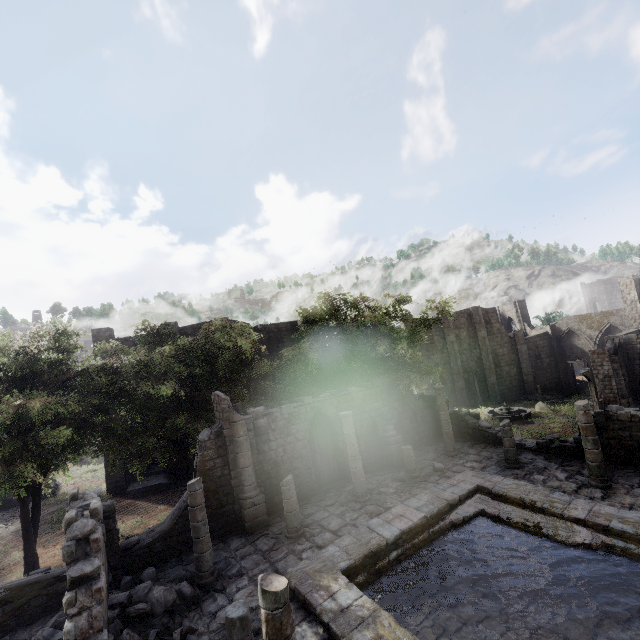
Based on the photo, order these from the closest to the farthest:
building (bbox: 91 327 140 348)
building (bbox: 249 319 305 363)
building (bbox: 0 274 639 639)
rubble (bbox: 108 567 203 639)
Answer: building (bbox: 0 274 639 639), rubble (bbox: 108 567 203 639), building (bbox: 91 327 140 348), building (bbox: 249 319 305 363)

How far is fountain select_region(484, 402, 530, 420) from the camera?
29.9m

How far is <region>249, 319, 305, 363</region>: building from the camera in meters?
29.8

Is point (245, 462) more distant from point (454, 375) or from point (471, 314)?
point (471, 314)

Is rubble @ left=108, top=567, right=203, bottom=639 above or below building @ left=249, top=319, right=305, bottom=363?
below

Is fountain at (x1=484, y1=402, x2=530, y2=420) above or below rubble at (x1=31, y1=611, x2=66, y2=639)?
below

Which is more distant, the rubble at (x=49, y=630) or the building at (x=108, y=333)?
the building at (x=108, y=333)

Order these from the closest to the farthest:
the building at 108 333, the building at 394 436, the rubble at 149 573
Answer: the building at 394 436 → the rubble at 149 573 → the building at 108 333
